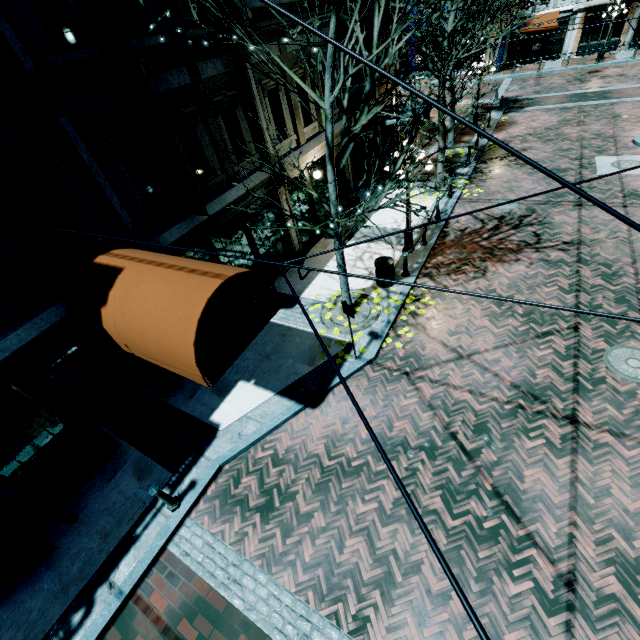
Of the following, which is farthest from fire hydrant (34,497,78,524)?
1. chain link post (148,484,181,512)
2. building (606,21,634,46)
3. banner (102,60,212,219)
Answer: building (606,21,634,46)

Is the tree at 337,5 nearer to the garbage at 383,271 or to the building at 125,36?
the building at 125,36

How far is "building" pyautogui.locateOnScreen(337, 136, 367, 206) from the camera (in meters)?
14.16

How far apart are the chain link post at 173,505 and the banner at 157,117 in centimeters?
585cm

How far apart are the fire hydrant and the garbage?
9.4m

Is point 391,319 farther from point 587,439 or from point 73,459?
point 73,459

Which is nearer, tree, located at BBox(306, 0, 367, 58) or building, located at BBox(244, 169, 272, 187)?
tree, located at BBox(306, 0, 367, 58)

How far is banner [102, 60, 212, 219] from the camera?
5.95m
